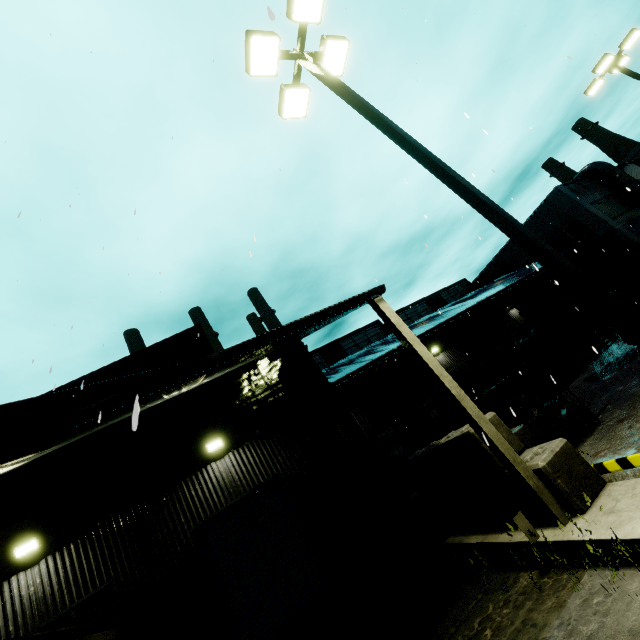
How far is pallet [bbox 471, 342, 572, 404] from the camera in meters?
15.7 m

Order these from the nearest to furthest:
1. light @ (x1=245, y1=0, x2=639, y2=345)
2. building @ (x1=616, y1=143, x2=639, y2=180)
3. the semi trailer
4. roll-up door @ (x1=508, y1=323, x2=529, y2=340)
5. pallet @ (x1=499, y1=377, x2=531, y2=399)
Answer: light @ (x1=245, y1=0, x2=639, y2=345)
the semi trailer
pallet @ (x1=499, y1=377, x2=531, y2=399)
roll-up door @ (x1=508, y1=323, x2=529, y2=340)
building @ (x1=616, y1=143, x2=639, y2=180)

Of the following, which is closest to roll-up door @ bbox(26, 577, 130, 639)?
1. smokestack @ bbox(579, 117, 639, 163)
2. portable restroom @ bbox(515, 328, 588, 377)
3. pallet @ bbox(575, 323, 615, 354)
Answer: portable restroom @ bbox(515, 328, 588, 377)

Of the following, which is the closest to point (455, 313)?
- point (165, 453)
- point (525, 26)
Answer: point (525, 26)

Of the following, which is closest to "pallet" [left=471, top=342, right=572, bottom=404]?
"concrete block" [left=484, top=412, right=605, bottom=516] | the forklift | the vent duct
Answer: the forklift

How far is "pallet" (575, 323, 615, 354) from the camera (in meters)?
17.12

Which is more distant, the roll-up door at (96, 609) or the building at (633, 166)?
the building at (633, 166)

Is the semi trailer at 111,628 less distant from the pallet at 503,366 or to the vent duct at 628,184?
the vent duct at 628,184
